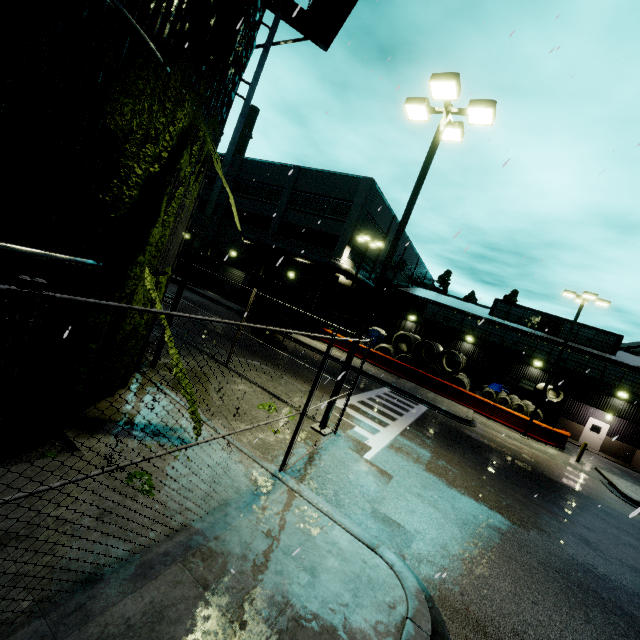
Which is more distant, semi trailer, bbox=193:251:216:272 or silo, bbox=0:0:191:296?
semi trailer, bbox=193:251:216:272

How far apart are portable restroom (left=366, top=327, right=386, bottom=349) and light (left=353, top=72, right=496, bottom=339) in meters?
22.7

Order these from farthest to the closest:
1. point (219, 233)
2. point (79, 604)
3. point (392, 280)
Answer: point (392, 280), point (219, 233), point (79, 604)

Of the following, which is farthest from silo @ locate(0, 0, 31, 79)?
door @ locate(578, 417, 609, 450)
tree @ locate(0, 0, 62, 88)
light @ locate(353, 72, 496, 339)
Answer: light @ locate(353, 72, 496, 339)

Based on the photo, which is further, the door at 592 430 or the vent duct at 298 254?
the door at 592 430

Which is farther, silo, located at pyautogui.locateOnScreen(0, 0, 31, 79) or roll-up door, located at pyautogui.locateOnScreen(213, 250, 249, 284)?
roll-up door, located at pyautogui.locateOnScreen(213, 250, 249, 284)

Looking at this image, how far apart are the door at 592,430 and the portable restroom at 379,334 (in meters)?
19.08

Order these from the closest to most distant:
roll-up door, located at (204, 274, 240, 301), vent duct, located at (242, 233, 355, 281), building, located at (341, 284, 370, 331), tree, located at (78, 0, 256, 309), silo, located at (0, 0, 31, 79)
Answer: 1. silo, located at (0, 0, 31, 79)
2. tree, located at (78, 0, 256, 309)
3. vent duct, located at (242, 233, 355, 281)
4. building, located at (341, 284, 370, 331)
5. roll-up door, located at (204, 274, 240, 301)
